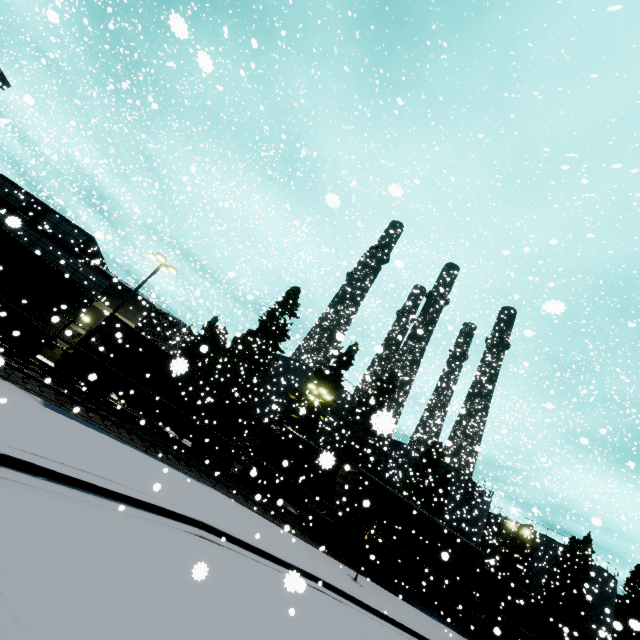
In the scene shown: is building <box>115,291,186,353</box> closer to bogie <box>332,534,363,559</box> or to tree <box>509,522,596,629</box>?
tree <box>509,522,596,629</box>

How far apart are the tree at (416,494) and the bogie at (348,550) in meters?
18.5

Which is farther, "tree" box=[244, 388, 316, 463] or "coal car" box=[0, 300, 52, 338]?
"tree" box=[244, 388, 316, 463]

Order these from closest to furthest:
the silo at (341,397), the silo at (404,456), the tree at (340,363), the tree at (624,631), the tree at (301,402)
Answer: the tree at (624,631) < the tree at (301,402) < the tree at (340,363) < the silo at (341,397) < the silo at (404,456)

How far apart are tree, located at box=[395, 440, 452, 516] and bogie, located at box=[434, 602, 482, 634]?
15.1 meters

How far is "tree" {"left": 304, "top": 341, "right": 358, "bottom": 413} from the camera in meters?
30.4

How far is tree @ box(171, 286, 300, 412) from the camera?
28.8 meters

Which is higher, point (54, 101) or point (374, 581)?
point (54, 101)
